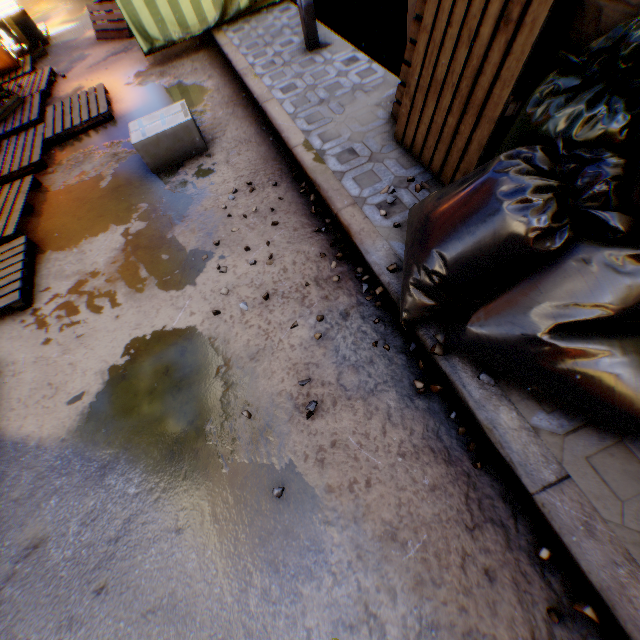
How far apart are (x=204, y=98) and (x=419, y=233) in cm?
454

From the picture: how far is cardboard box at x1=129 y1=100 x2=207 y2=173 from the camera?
3.61m

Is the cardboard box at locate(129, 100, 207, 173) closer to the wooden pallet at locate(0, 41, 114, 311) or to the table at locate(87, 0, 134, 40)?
the wooden pallet at locate(0, 41, 114, 311)

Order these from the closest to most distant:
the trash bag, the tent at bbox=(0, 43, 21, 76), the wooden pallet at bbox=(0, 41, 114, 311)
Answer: the trash bag, the wooden pallet at bbox=(0, 41, 114, 311), the tent at bbox=(0, 43, 21, 76)

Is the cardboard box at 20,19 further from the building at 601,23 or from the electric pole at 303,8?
the electric pole at 303,8

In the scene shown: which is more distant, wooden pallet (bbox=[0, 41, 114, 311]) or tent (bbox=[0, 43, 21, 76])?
tent (bbox=[0, 43, 21, 76])

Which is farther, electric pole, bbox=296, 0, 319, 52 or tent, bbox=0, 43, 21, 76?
tent, bbox=0, 43, 21, 76

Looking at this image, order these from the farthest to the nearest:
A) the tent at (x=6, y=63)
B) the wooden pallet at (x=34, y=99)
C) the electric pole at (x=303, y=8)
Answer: the tent at (x=6, y=63)
the electric pole at (x=303, y=8)
the wooden pallet at (x=34, y=99)
